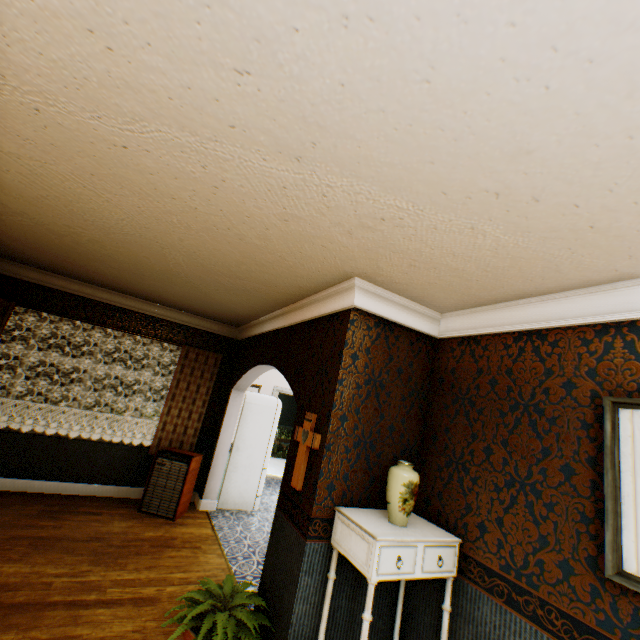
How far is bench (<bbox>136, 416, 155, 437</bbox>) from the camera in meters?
11.4

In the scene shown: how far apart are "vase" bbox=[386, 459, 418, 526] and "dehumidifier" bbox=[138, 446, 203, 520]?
3.6m

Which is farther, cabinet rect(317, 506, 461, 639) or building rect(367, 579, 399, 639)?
building rect(367, 579, 399, 639)

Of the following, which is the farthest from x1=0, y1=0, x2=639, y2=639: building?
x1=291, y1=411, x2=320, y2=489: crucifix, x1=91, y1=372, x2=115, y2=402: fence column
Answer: x1=91, y1=372, x2=115, y2=402: fence column

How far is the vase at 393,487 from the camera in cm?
239

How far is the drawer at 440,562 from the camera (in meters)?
2.24

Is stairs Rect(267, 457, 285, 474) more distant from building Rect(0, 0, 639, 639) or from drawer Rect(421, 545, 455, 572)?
drawer Rect(421, 545, 455, 572)

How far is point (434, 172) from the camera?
1.44m
